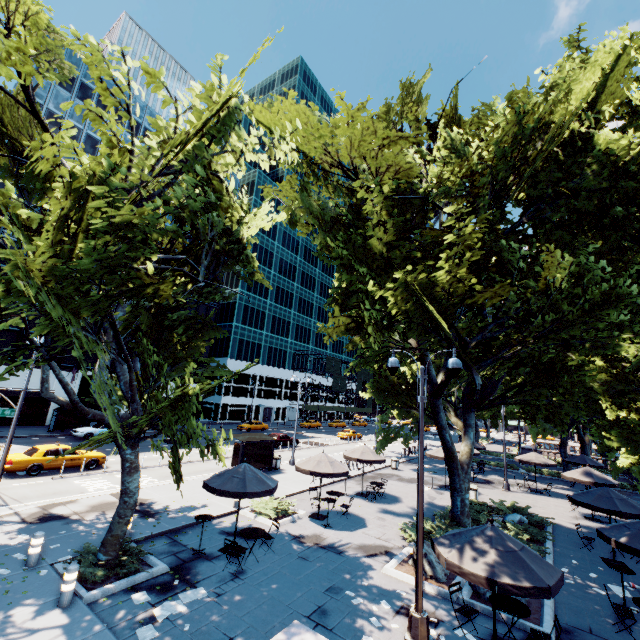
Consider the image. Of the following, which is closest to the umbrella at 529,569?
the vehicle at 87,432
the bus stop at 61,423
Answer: the vehicle at 87,432

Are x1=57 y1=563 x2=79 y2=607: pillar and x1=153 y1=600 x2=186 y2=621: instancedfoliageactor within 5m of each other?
yes

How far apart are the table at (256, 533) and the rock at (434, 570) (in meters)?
5.33

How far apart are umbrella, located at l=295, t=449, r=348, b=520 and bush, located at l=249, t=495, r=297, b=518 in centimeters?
156cm

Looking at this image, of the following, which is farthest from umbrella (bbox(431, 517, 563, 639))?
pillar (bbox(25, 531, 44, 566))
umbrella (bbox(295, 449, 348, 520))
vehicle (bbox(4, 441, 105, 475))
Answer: vehicle (bbox(4, 441, 105, 475))

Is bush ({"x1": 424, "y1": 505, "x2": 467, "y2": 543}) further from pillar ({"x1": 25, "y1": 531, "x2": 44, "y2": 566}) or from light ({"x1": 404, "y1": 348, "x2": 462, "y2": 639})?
pillar ({"x1": 25, "y1": 531, "x2": 44, "y2": 566})

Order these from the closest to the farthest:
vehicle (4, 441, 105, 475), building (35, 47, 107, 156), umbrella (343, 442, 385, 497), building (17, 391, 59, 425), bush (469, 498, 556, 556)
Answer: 1. bush (469, 498, 556, 556)
2. vehicle (4, 441, 105, 475)
3. umbrella (343, 442, 385, 497)
4. building (17, 391, 59, 425)
5. building (35, 47, 107, 156)

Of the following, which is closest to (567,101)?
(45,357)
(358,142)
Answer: (358,142)
